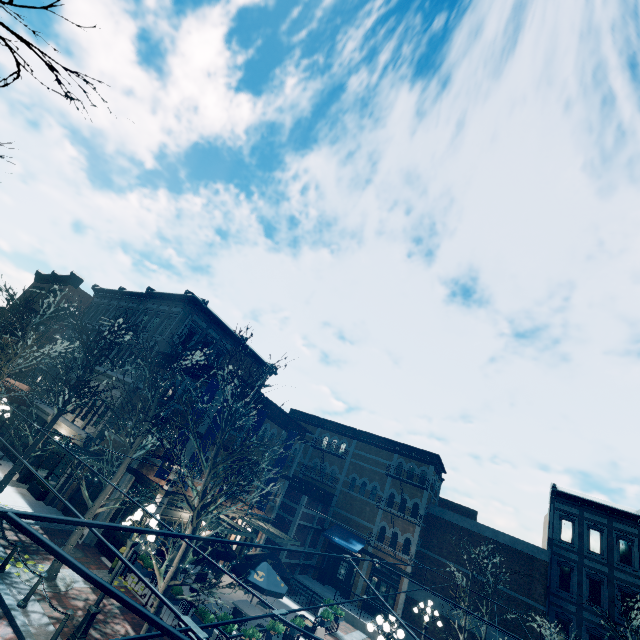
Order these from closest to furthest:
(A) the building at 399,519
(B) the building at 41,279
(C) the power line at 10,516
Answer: (C) the power line at 10,516, (A) the building at 399,519, (B) the building at 41,279

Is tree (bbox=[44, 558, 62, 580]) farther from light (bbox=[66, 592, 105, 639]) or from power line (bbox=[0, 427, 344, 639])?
power line (bbox=[0, 427, 344, 639])

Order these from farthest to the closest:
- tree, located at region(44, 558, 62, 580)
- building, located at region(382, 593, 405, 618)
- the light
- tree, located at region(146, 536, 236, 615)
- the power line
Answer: building, located at region(382, 593, 405, 618), tree, located at region(44, 558, 62, 580), the light, tree, located at region(146, 536, 236, 615), the power line

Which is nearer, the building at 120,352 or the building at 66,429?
the building at 66,429

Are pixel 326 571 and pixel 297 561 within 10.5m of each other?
yes

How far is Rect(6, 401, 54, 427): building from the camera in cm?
2231

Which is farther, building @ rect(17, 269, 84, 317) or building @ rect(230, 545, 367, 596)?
building @ rect(17, 269, 84, 317)
